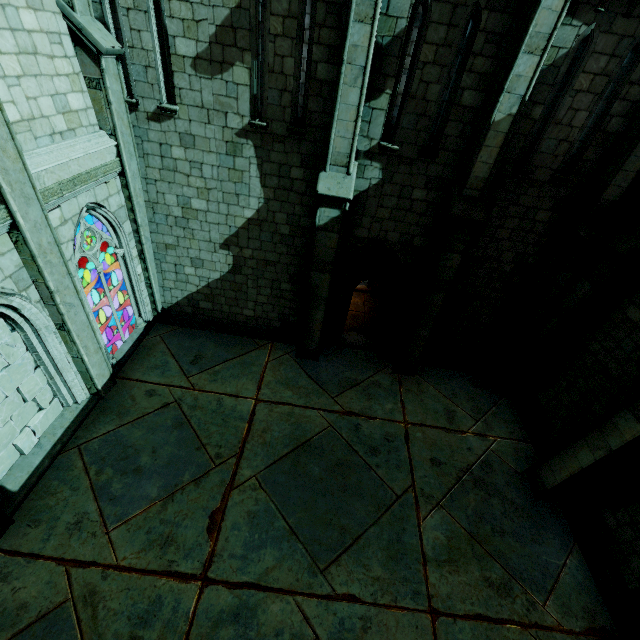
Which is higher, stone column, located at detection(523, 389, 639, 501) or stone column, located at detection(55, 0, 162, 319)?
stone column, located at detection(55, 0, 162, 319)

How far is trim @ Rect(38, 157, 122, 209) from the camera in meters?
5.9

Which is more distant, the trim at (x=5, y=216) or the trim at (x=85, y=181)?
the trim at (x=85, y=181)

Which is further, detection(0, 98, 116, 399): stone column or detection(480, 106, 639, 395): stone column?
detection(480, 106, 639, 395): stone column

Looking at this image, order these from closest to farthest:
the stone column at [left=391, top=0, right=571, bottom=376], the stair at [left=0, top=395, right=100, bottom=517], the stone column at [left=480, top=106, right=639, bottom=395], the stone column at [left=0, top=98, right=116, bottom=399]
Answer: the stone column at [left=0, top=98, right=116, bottom=399] → the stone column at [left=391, top=0, right=571, bottom=376] → the stair at [left=0, top=395, right=100, bottom=517] → the stone column at [left=480, top=106, right=639, bottom=395]

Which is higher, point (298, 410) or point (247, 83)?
point (247, 83)

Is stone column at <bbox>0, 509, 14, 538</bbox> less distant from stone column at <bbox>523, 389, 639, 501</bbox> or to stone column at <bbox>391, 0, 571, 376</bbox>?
stone column at <bbox>391, 0, 571, 376</bbox>

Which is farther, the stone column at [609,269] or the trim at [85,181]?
the stone column at [609,269]
